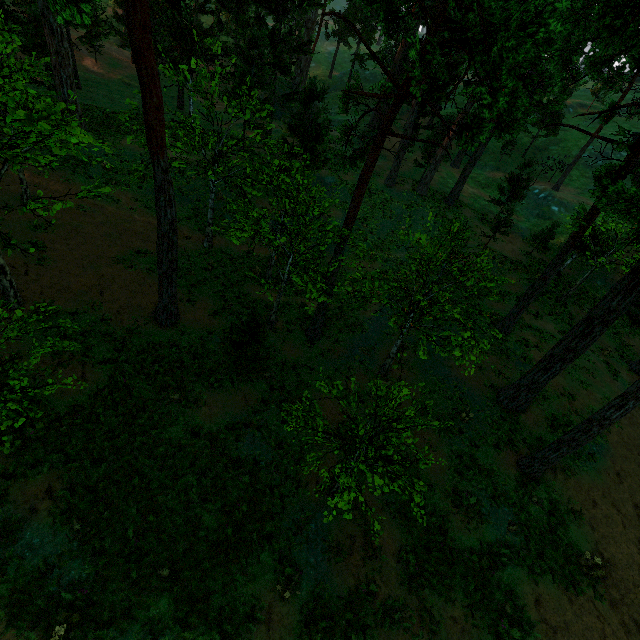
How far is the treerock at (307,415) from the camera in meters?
7.1 m

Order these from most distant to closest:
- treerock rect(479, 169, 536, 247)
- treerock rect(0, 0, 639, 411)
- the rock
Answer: the rock, treerock rect(479, 169, 536, 247), treerock rect(0, 0, 639, 411)

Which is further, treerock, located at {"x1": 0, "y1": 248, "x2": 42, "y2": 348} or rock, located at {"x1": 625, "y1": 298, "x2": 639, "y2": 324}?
rock, located at {"x1": 625, "y1": 298, "x2": 639, "y2": 324}

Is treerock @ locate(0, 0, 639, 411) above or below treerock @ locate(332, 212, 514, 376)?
below

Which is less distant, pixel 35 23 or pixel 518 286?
pixel 35 23

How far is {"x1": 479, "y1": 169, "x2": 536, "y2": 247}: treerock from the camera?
24.3 meters

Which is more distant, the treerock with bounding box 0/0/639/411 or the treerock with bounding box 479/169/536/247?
the treerock with bounding box 479/169/536/247
